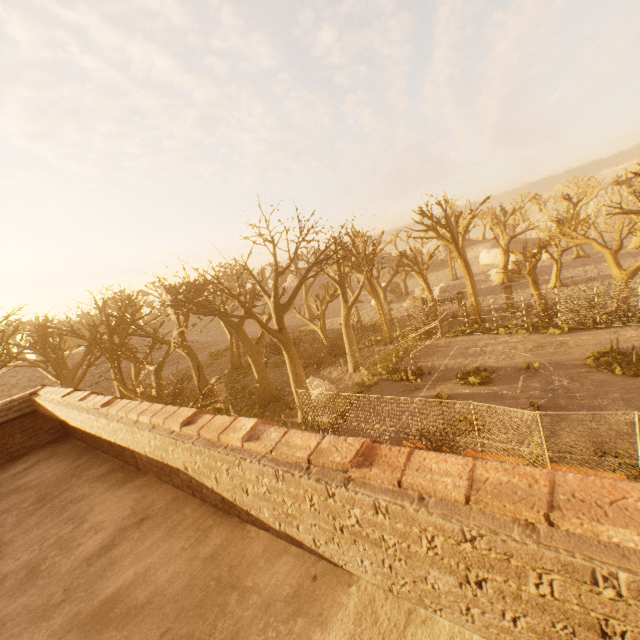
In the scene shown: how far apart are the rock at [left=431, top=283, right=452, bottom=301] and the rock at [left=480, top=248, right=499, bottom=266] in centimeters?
2237cm

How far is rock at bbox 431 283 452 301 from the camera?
39.2m

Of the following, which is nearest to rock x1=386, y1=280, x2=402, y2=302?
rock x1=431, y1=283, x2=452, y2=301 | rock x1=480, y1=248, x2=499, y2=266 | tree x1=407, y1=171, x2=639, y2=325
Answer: tree x1=407, y1=171, x2=639, y2=325

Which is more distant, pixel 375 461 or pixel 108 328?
pixel 108 328

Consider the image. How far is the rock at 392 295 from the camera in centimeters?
4925cm

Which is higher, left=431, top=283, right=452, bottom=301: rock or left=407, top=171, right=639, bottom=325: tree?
left=407, top=171, right=639, bottom=325: tree

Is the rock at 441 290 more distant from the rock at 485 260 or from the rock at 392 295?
the rock at 485 260

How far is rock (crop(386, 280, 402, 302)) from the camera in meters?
49.2 m
